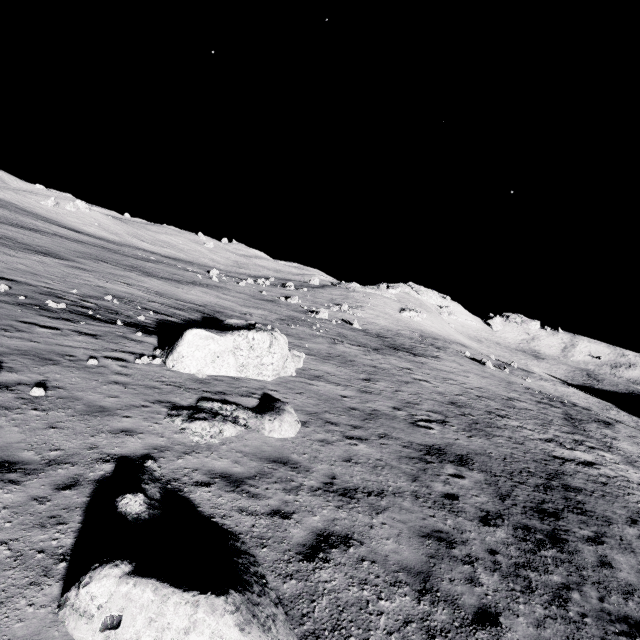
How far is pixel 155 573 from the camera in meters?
4.1

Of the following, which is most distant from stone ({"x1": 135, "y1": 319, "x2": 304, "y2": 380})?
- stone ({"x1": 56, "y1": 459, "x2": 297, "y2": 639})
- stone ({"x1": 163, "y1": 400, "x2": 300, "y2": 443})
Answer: stone ({"x1": 56, "y1": 459, "x2": 297, "y2": 639})

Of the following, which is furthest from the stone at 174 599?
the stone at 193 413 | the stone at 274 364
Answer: the stone at 274 364

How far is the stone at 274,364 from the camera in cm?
1220

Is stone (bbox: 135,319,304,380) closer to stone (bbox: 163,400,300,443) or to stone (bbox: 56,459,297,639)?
stone (bbox: 163,400,300,443)

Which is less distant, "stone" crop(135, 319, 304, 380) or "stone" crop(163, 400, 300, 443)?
"stone" crop(163, 400, 300, 443)

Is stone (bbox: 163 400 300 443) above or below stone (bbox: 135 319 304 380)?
below
